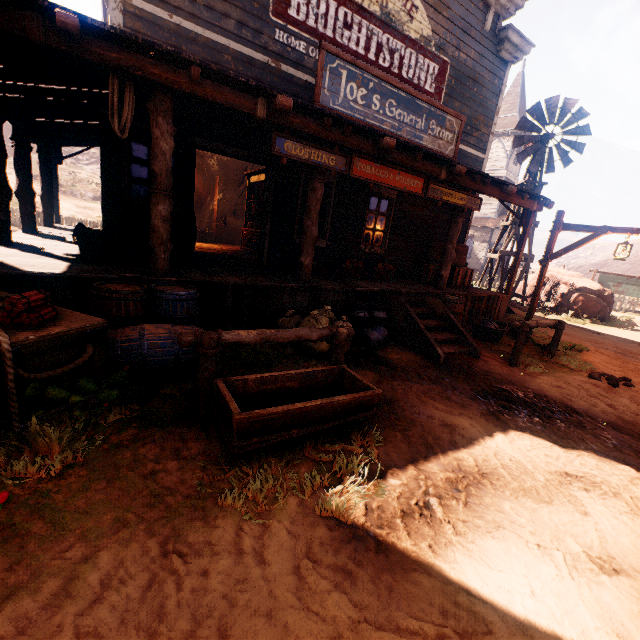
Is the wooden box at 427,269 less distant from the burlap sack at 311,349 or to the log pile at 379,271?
the log pile at 379,271

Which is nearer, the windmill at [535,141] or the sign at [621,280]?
the windmill at [535,141]

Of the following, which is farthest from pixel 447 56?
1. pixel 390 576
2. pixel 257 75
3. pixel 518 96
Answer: pixel 518 96

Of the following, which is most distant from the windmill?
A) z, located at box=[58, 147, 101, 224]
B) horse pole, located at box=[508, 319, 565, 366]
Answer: z, located at box=[58, 147, 101, 224]

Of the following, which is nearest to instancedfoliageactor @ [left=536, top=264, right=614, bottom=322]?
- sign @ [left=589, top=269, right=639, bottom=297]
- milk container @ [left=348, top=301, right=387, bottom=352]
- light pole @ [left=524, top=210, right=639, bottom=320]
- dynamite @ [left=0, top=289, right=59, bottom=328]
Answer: sign @ [left=589, top=269, right=639, bottom=297]

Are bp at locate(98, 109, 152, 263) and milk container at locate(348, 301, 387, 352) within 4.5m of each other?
yes

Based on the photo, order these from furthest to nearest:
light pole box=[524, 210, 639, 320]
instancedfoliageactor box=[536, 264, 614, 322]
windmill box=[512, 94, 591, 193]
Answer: instancedfoliageactor box=[536, 264, 614, 322]
windmill box=[512, 94, 591, 193]
light pole box=[524, 210, 639, 320]

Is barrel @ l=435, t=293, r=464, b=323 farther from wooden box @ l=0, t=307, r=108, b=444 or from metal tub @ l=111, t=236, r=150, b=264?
wooden box @ l=0, t=307, r=108, b=444
